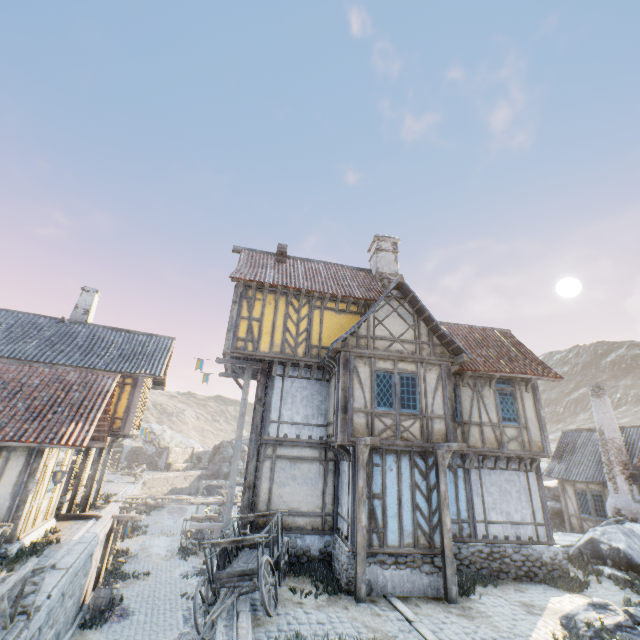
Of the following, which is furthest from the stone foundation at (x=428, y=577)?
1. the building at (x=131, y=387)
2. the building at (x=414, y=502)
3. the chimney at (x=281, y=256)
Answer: the chimney at (x=281, y=256)

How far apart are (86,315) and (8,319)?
3.45m

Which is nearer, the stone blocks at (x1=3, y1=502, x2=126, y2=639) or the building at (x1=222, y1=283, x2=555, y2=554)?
the stone blocks at (x1=3, y1=502, x2=126, y2=639)

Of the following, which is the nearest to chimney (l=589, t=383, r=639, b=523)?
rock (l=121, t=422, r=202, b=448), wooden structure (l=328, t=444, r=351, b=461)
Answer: rock (l=121, t=422, r=202, b=448)

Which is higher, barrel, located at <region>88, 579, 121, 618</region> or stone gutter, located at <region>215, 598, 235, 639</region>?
stone gutter, located at <region>215, 598, 235, 639</region>

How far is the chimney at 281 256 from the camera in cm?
1580

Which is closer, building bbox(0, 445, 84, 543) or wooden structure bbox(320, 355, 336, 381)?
building bbox(0, 445, 84, 543)

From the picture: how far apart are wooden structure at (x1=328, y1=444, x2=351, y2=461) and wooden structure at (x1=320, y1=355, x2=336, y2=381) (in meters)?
2.53
